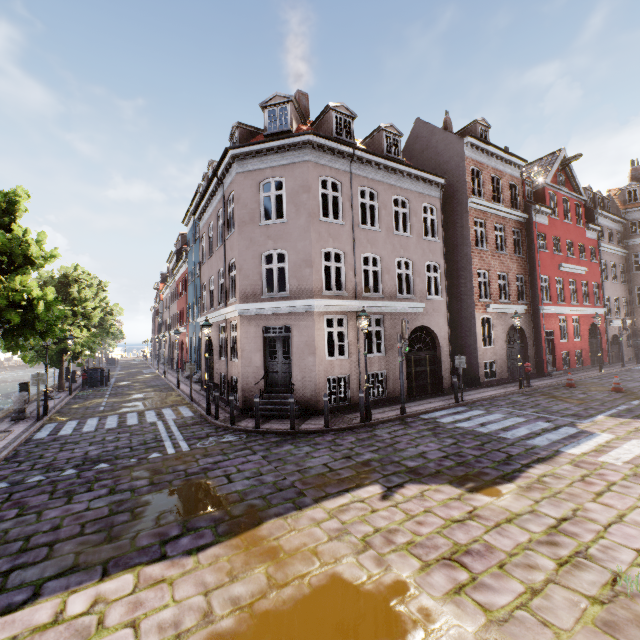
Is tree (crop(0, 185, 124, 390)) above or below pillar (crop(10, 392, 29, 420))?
above

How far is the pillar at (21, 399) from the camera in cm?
1340

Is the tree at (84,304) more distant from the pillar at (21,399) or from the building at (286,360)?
the building at (286,360)

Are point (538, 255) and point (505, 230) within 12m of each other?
yes

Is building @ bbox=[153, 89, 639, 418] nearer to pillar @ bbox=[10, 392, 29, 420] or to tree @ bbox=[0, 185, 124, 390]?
tree @ bbox=[0, 185, 124, 390]

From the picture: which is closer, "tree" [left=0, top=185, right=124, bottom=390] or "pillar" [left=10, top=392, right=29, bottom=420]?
"tree" [left=0, top=185, right=124, bottom=390]

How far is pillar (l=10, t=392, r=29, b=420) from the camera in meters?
13.4

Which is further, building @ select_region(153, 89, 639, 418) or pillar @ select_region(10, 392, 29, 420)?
pillar @ select_region(10, 392, 29, 420)
